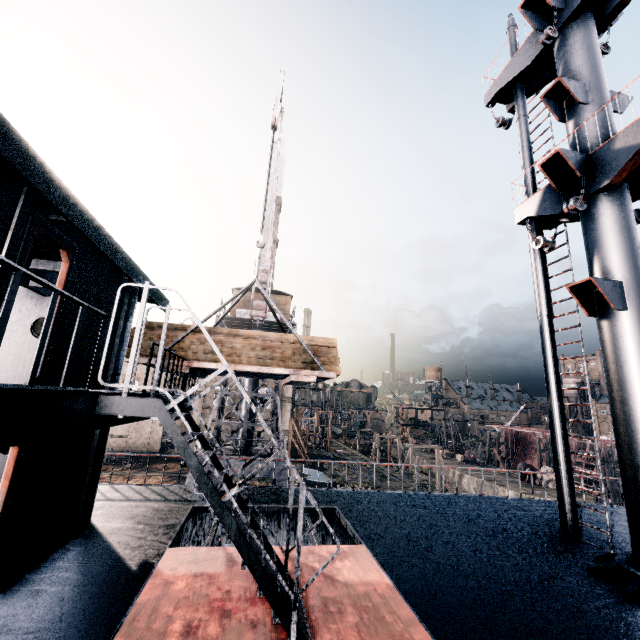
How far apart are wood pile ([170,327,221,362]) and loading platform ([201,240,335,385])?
0.01m

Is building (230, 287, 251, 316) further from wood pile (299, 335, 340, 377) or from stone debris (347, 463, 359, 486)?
stone debris (347, 463, 359, 486)

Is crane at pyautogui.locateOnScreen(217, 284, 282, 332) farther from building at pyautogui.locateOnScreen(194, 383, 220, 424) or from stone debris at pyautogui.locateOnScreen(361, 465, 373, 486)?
stone debris at pyautogui.locateOnScreen(361, 465, 373, 486)

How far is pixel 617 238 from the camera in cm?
778

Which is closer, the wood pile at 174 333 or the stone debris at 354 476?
the wood pile at 174 333

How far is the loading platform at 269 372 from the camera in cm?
983

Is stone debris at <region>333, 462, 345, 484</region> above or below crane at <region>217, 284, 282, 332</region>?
below

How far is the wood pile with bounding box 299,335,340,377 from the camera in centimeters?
1103cm
